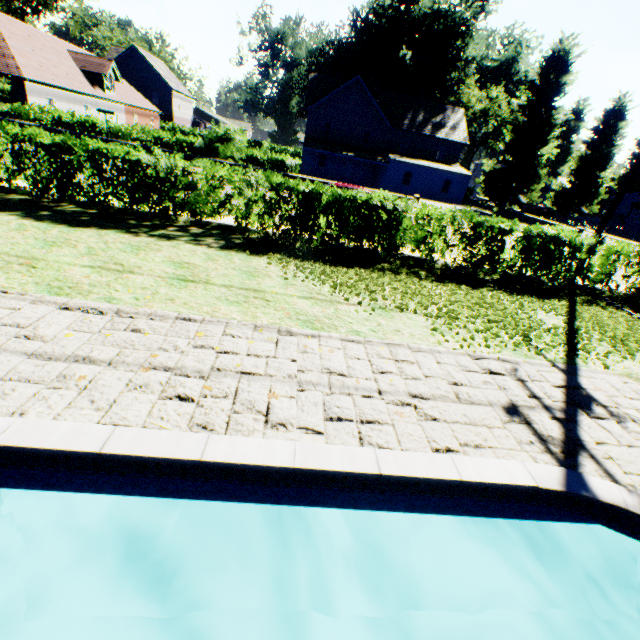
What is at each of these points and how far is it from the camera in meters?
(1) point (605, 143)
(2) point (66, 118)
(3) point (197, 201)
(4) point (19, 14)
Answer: (1) plant, 42.3 m
(2) hedge, 21.9 m
(3) hedge, 8.9 m
(4) tree, 38.6 m

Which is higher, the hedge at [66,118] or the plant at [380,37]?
the plant at [380,37]

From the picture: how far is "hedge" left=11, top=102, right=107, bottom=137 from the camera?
21.61m

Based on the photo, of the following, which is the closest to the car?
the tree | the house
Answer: the house

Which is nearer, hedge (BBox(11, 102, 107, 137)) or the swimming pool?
the swimming pool

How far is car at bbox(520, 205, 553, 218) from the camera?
44.90m

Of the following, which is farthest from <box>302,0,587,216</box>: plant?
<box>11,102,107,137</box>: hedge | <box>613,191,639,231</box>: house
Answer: <box>11,102,107,137</box>: hedge

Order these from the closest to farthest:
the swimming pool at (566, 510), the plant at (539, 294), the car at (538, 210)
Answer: the swimming pool at (566, 510) → the plant at (539, 294) → the car at (538, 210)
